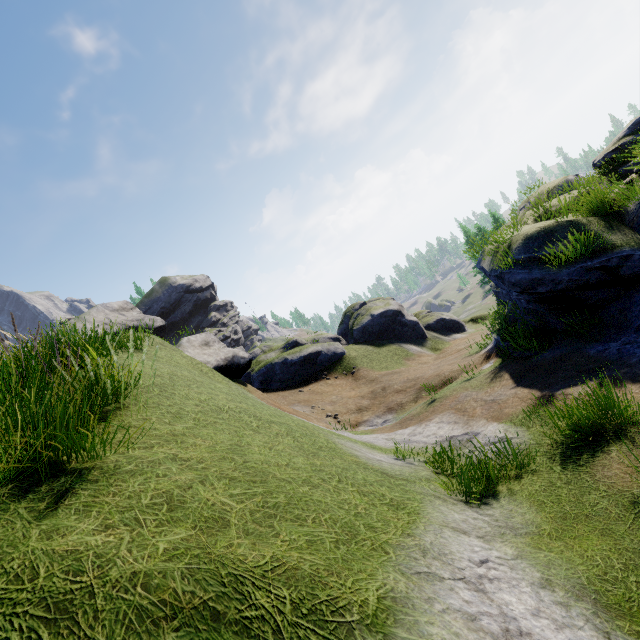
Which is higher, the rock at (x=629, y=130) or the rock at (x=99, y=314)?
the rock at (x=99, y=314)

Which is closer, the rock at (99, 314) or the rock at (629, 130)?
the rock at (629, 130)

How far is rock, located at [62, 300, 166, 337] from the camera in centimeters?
4816cm

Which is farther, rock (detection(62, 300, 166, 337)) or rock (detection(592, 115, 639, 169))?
rock (detection(62, 300, 166, 337))

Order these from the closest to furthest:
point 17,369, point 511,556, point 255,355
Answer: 1. point 511,556
2. point 17,369
3. point 255,355

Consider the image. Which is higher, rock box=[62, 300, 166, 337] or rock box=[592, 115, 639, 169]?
rock box=[62, 300, 166, 337]
